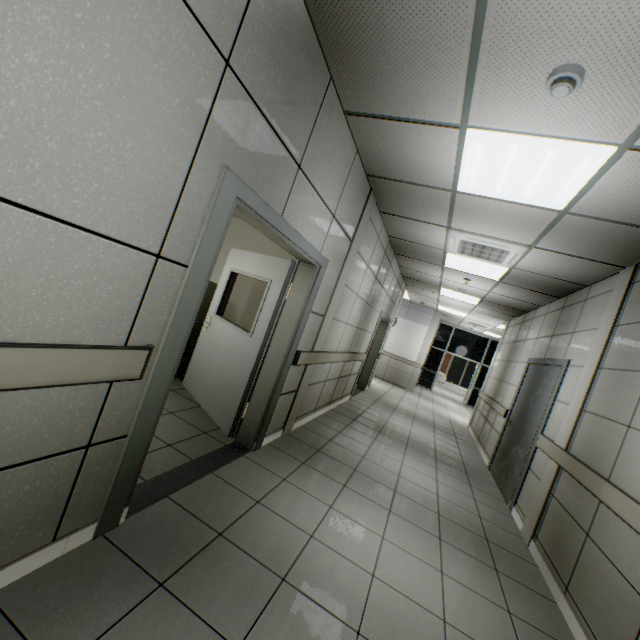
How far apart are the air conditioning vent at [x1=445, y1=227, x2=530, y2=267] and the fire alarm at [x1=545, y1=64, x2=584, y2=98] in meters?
2.4

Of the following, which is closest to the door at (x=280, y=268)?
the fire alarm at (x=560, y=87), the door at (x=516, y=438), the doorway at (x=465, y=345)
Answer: the fire alarm at (x=560, y=87)

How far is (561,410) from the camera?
4.0m

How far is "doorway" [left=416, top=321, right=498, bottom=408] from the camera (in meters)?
14.58

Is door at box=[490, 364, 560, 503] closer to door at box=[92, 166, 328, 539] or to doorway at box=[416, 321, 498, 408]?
door at box=[92, 166, 328, 539]

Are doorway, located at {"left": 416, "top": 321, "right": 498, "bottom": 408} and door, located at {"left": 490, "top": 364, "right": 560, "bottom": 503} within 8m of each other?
no

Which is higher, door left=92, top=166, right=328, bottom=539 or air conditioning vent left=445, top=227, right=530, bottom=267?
air conditioning vent left=445, top=227, right=530, bottom=267

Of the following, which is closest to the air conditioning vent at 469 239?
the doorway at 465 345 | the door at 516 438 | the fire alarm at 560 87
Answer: the door at 516 438
